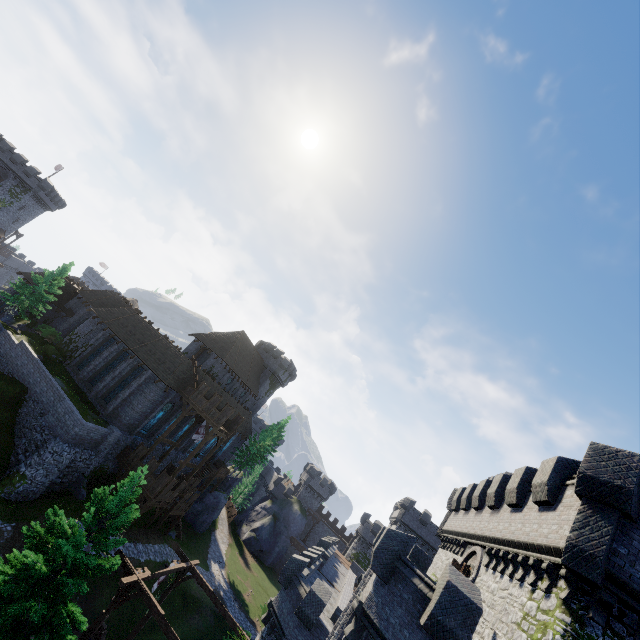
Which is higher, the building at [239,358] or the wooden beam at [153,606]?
the building at [239,358]

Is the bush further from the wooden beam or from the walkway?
the wooden beam

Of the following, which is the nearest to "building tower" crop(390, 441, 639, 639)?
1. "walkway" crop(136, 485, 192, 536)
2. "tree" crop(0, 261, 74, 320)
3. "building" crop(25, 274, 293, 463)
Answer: "walkway" crop(136, 485, 192, 536)

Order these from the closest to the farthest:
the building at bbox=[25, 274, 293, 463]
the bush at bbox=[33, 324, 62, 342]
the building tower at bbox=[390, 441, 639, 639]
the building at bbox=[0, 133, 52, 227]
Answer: the building tower at bbox=[390, 441, 639, 639], the building at bbox=[25, 274, 293, 463], the bush at bbox=[33, 324, 62, 342], the building at bbox=[0, 133, 52, 227]

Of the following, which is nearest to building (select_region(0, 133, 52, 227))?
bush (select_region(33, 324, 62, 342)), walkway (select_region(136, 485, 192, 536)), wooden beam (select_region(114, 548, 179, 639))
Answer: bush (select_region(33, 324, 62, 342))

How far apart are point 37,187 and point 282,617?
74.5m

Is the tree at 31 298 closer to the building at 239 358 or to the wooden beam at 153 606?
the building at 239 358

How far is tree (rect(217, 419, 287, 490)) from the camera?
50.81m
